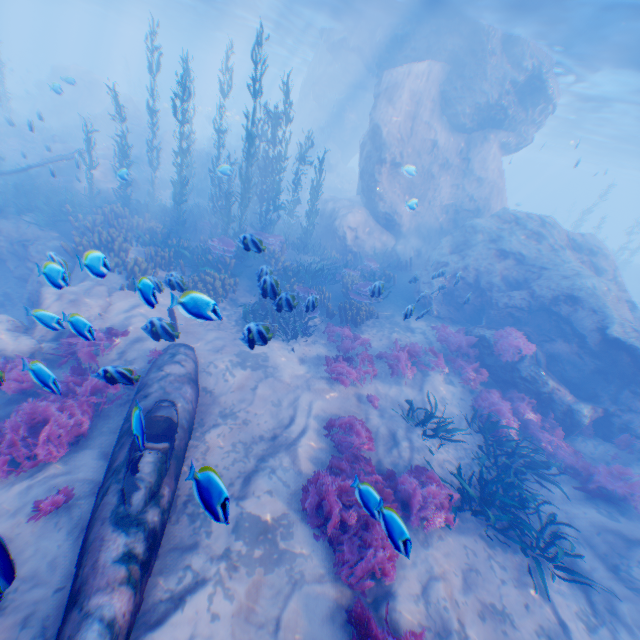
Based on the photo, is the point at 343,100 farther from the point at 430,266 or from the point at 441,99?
the point at 430,266

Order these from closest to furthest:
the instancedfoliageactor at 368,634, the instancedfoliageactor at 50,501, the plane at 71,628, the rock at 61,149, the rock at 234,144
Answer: the plane at 71,628 < the instancedfoliageactor at 368,634 < the instancedfoliageactor at 50,501 < the rock at 61,149 < the rock at 234,144

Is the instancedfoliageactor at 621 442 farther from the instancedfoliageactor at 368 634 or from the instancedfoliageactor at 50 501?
the instancedfoliageactor at 50 501

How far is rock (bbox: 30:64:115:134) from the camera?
26.91m

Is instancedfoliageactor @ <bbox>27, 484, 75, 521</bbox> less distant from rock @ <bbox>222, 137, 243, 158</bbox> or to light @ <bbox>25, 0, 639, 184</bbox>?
rock @ <bbox>222, 137, 243, 158</bbox>

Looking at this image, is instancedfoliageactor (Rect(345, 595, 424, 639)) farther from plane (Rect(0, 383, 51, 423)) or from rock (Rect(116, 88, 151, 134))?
rock (Rect(116, 88, 151, 134))

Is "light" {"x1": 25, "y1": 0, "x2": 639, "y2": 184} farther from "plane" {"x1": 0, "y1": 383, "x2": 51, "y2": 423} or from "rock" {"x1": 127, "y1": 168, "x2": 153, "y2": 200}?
"plane" {"x1": 0, "y1": 383, "x2": 51, "y2": 423}

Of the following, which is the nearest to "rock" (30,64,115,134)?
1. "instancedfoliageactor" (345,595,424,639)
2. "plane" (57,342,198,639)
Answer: "plane" (57,342,198,639)
